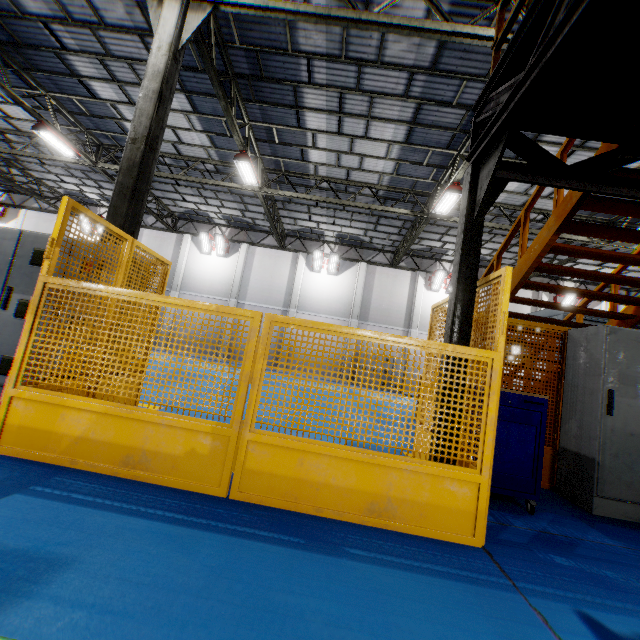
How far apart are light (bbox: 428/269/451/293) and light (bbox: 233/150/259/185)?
12.3 meters

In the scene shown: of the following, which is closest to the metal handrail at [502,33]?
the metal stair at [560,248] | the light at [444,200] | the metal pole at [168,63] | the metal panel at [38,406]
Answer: the metal stair at [560,248]

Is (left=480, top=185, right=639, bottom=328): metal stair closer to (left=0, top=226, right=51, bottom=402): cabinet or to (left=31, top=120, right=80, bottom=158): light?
(left=0, top=226, right=51, bottom=402): cabinet

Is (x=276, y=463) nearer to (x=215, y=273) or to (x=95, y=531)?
(x=95, y=531)

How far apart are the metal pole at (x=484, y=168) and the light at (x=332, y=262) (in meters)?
17.10

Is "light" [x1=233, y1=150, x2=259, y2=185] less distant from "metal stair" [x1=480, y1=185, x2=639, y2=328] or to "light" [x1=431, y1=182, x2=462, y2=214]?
"light" [x1=431, y1=182, x2=462, y2=214]

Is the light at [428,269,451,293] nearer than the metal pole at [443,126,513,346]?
No

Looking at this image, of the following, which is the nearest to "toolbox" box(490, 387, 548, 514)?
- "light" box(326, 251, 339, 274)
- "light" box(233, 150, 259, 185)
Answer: "light" box(233, 150, 259, 185)
